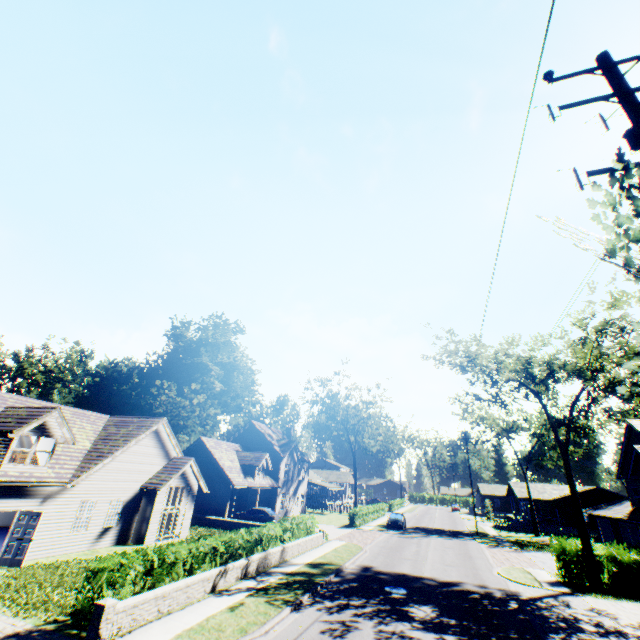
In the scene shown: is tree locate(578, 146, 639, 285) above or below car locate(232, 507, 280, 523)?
above

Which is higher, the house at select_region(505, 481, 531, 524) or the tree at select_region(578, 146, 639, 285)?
the tree at select_region(578, 146, 639, 285)

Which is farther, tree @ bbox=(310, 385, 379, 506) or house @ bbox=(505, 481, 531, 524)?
tree @ bbox=(310, 385, 379, 506)

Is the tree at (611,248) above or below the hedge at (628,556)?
above

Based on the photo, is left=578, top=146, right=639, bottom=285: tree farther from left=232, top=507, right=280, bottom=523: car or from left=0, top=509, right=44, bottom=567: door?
left=0, top=509, right=44, bottom=567: door

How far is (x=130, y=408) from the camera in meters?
54.8

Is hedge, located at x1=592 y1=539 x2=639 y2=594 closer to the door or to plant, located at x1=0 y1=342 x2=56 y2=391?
the door

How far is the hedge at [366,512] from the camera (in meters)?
36.25
